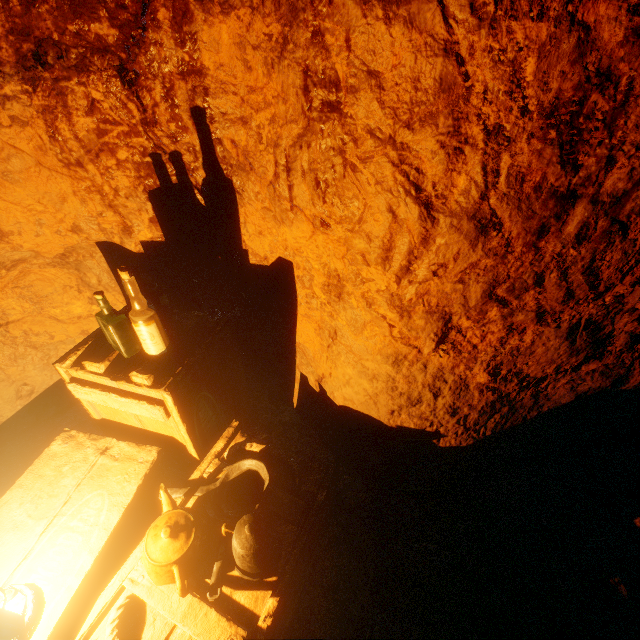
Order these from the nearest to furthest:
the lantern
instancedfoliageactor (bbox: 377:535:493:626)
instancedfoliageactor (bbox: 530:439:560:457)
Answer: the lantern → instancedfoliageactor (bbox: 377:535:493:626) → instancedfoliageactor (bbox: 530:439:560:457)

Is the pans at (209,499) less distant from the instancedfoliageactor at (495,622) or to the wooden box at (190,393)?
the wooden box at (190,393)

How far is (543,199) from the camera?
1.3m

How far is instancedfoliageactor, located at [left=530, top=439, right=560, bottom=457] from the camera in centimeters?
223cm

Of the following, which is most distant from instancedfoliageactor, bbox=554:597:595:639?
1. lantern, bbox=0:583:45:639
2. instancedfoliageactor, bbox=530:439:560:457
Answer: lantern, bbox=0:583:45:639

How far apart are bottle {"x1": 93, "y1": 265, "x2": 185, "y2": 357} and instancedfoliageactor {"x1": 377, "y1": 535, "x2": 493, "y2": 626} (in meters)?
1.57

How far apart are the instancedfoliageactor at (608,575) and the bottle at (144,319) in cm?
258

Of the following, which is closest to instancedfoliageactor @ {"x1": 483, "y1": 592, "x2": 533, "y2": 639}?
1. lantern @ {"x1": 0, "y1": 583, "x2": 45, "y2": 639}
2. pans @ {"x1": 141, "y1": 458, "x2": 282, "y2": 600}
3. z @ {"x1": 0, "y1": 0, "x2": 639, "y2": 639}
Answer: z @ {"x1": 0, "y1": 0, "x2": 639, "y2": 639}
